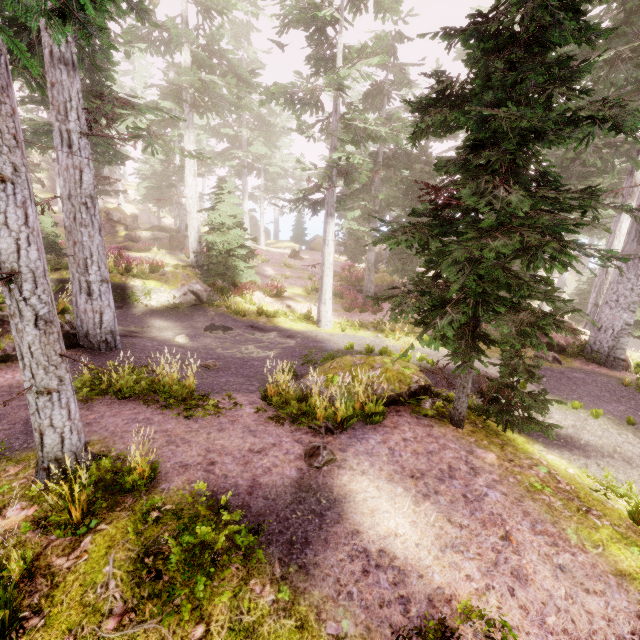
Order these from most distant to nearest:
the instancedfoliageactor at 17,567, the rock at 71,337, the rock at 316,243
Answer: the rock at 316,243
the rock at 71,337
the instancedfoliageactor at 17,567

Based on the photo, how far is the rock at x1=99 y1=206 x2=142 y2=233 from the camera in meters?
33.6 m

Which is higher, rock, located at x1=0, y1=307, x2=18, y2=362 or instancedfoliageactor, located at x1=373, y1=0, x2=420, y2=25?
instancedfoliageactor, located at x1=373, y1=0, x2=420, y2=25

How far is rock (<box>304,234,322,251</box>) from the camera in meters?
47.4 m

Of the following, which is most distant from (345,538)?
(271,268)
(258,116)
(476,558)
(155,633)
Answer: (258,116)

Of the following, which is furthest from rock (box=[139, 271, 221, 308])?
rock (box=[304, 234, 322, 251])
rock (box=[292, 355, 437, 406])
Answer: rock (box=[304, 234, 322, 251])

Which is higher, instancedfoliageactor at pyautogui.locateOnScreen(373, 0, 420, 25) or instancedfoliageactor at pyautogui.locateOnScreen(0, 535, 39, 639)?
instancedfoliageactor at pyautogui.locateOnScreen(373, 0, 420, 25)

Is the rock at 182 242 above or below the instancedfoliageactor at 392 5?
below
